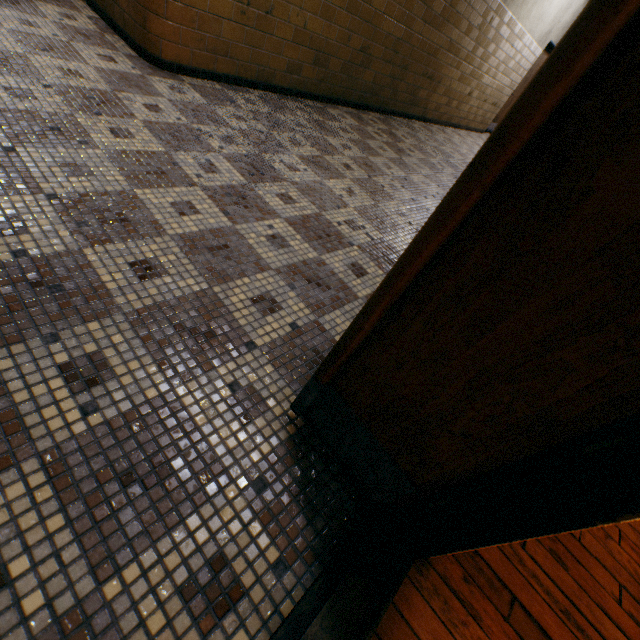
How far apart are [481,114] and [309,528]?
10.21m
